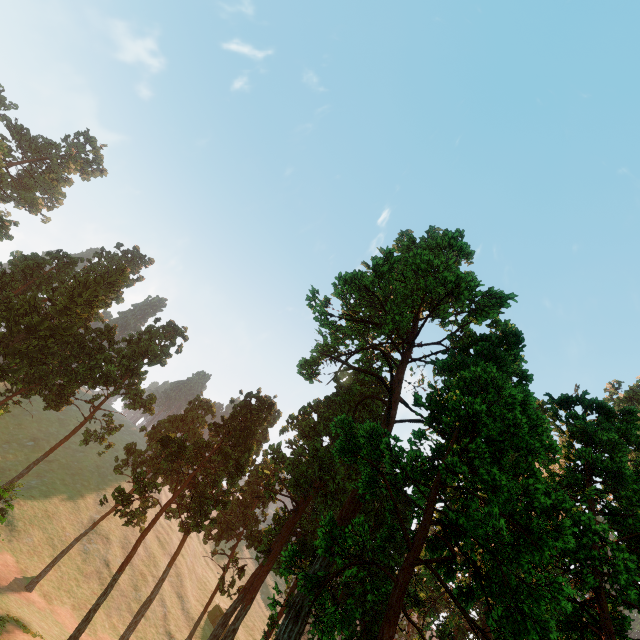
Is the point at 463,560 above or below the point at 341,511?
above

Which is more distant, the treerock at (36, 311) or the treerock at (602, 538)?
the treerock at (36, 311)

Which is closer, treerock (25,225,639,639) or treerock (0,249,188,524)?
treerock (25,225,639,639)
